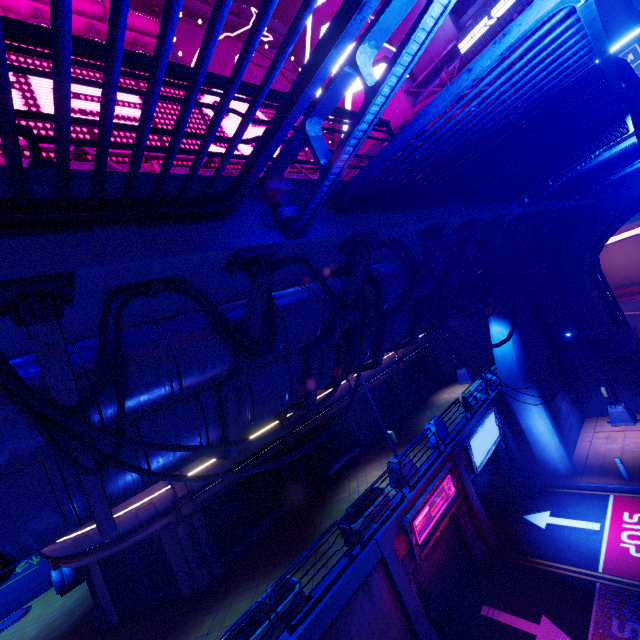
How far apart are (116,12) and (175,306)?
2.9m

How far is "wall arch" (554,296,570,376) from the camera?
20.0m

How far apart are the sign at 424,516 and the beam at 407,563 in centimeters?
14cm

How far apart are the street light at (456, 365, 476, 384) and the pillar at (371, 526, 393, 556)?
14.47m

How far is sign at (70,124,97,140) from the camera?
13.0 meters

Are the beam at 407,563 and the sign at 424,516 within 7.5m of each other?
yes

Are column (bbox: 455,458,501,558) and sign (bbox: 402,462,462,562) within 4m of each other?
yes

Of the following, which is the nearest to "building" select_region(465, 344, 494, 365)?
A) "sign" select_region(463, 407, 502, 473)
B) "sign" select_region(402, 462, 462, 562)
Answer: "sign" select_region(463, 407, 502, 473)
